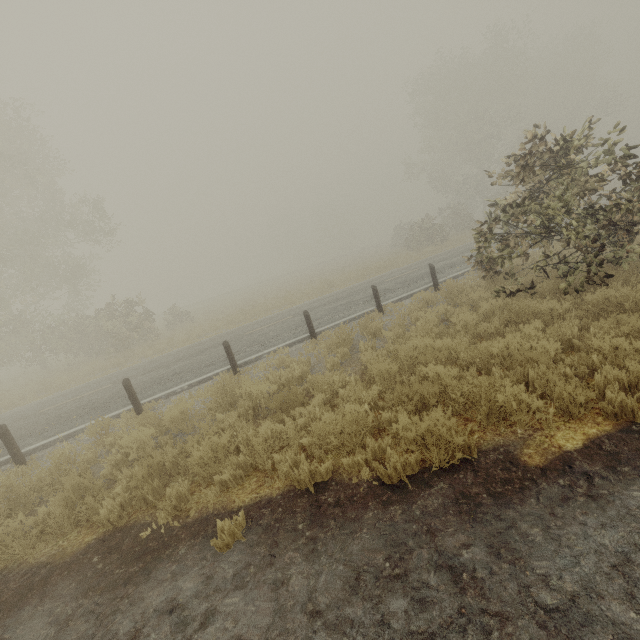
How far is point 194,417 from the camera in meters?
7.2 m
